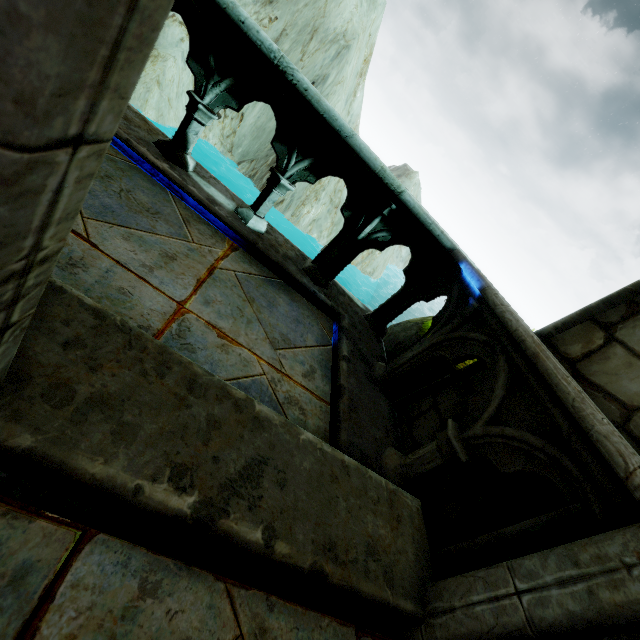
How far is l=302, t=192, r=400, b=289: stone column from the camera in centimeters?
309cm

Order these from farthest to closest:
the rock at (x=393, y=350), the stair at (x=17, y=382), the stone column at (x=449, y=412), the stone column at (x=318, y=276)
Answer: the rock at (x=393, y=350), the stone column at (x=318, y=276), the stone column at (x=449, y=412), the stair at (x=17, y=382)

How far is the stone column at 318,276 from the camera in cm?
309

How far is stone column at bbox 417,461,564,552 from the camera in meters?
1.7

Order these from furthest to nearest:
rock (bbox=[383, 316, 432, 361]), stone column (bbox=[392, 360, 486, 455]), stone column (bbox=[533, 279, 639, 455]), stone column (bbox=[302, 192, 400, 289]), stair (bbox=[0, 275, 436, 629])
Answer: rock (bbox=[383, 316, 432, 361]), stone column (bbox=[302, 192, 400, 289]), stone column (bbox=[392, 360, 486, 455]), stone column (bbox=[533, 279, 639, 455]), stair (bbox=[0, 275, 436, 629])

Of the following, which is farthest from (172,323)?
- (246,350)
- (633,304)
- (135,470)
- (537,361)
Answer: (633,304)

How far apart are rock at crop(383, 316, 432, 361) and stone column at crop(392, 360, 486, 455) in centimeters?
44cm

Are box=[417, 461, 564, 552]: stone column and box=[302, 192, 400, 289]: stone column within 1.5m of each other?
no
